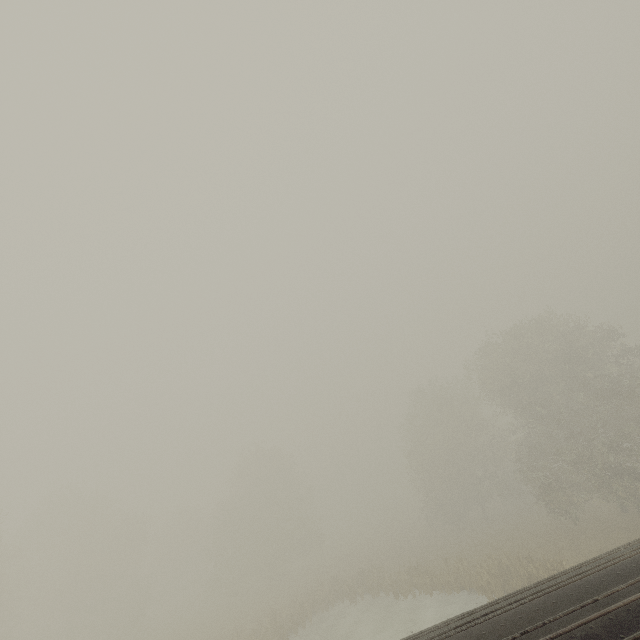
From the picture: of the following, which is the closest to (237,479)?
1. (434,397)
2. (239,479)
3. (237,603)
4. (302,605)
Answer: (239,479)
